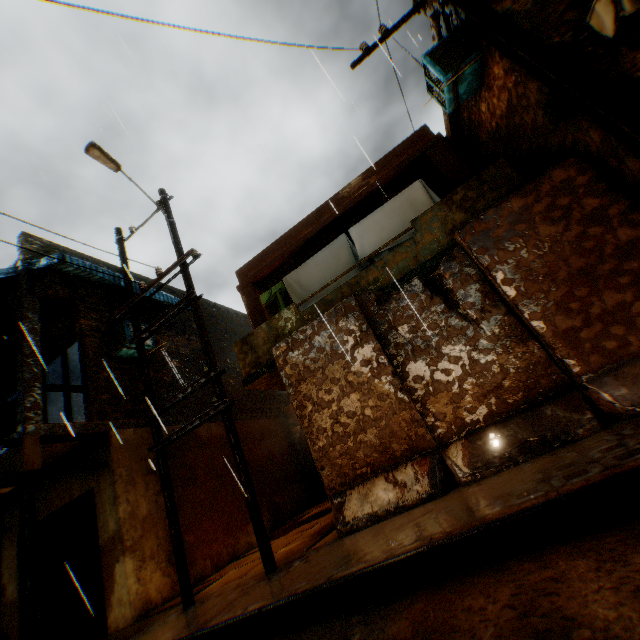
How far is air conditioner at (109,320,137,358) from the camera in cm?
892

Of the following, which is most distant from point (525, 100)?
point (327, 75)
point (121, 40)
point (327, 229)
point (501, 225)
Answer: A: point (121, 40)

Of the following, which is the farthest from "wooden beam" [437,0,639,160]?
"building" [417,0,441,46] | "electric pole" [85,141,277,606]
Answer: "electric pole" [85,141,277,606]

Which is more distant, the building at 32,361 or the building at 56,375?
the building at 56,375

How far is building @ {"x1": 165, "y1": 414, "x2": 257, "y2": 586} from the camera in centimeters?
807cm

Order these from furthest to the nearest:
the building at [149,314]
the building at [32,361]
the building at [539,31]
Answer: the building at [149,314], the building at [32,361], the building at [539,31]

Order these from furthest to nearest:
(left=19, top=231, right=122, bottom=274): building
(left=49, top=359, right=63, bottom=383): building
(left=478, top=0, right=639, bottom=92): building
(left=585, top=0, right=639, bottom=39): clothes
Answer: (left=49, top=359, right=63, bottom=383): building
(left=19, top=231, right=122, bottom=274): building
(left=478, top=0, right=639, bottom=92): building
(left=585, top=0, right=639, bottom=39): clothes

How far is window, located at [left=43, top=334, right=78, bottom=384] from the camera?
9.5m
